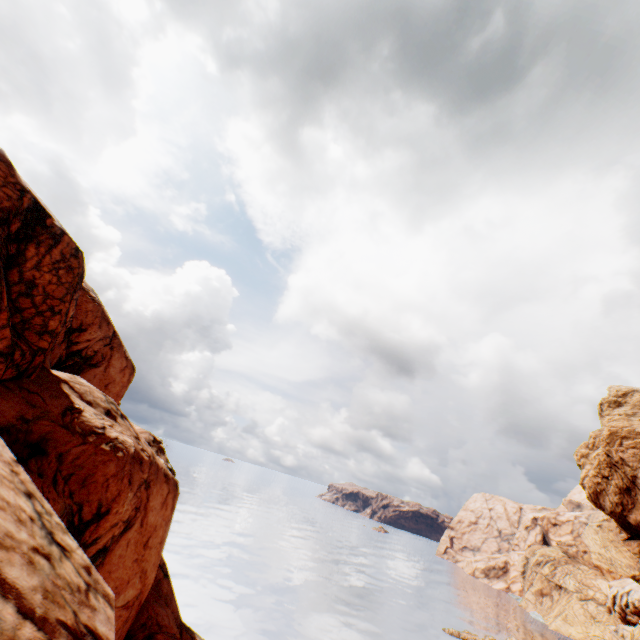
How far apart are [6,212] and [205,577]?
52.2m

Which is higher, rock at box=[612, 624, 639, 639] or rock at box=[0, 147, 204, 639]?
rock at box=[0, 147, 204, 639]

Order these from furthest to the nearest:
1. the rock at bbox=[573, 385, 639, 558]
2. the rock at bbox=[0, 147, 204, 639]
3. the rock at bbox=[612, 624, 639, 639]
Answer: the rock at bbox=[612, 624, 639, 639] < the rock at bbox=[573, 385, 639, 558] < the rock at bbox=[0, 147, 204, 639]

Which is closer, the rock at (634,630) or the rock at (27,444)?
the rock at (27,444)

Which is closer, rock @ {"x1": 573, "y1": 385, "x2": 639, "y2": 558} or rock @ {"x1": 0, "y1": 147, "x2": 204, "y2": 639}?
rock @ {"x1": 0, "y1": 147, "x2": 204, "y2": 639}
